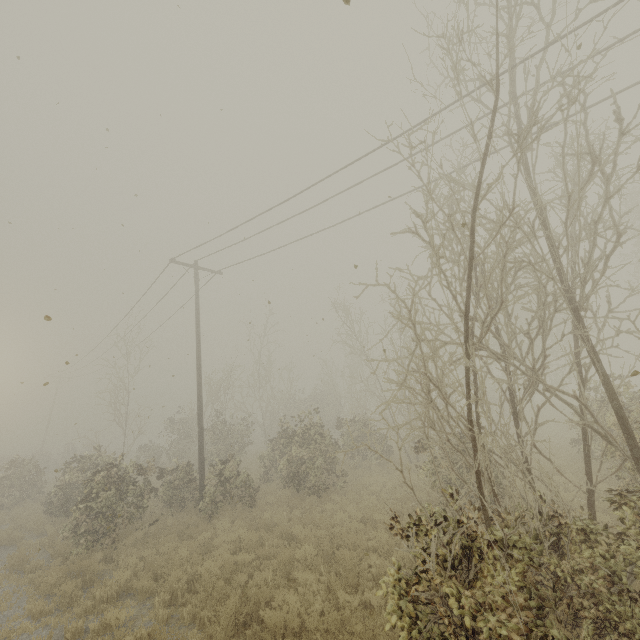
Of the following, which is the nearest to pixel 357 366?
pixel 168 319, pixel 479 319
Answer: pixel 168 319
